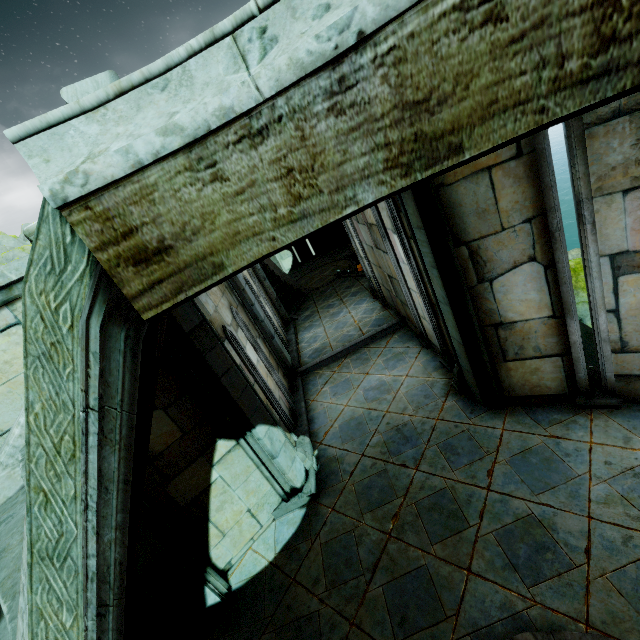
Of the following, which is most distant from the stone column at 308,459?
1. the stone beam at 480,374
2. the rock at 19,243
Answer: the rock at 19,243

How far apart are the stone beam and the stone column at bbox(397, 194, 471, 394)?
0.01m

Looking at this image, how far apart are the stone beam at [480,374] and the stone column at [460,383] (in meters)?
0.01

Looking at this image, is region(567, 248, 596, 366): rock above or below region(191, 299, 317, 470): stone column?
below

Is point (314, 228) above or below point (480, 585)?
above

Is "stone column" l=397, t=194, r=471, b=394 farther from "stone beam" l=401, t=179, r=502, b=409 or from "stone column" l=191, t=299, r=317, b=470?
"stone column" l=191, t=299, r=317, b=470

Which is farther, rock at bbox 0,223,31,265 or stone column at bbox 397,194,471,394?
rock at bbox 0,223,31,265

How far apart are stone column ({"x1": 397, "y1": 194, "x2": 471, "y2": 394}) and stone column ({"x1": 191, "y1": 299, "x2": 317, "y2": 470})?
2.7 meters
